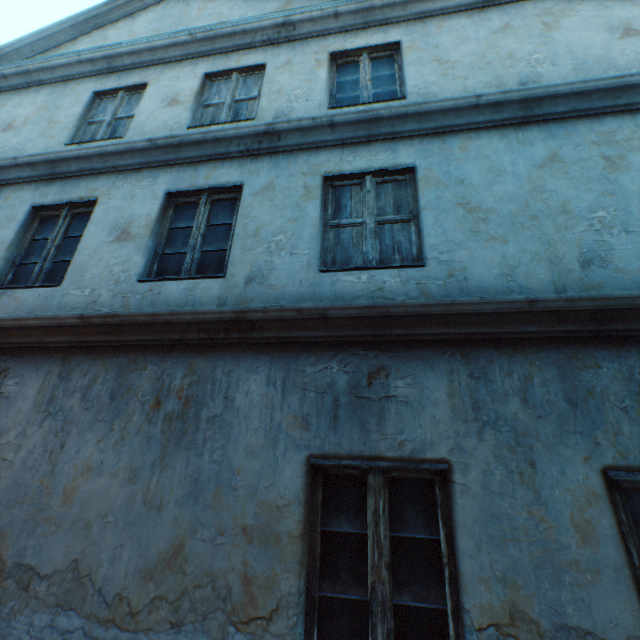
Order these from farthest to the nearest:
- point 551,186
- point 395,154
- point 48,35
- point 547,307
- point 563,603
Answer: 1. point 48,35
2. point 395,154
3. point 551,186
4. point 547,307
5. point 563,603
